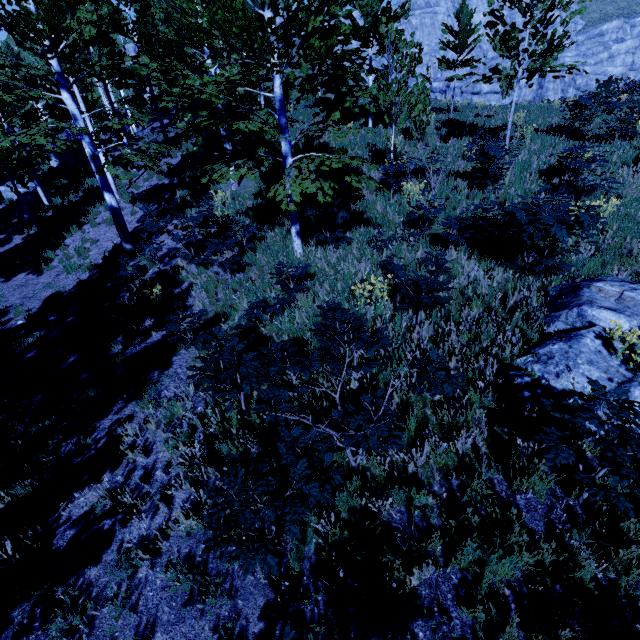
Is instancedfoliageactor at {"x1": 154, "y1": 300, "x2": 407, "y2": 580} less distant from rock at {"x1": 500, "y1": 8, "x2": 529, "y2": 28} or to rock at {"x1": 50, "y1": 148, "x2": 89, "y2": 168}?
rock at {"x1": 50, "y1": 148, "x2": 89, "y2": 168}

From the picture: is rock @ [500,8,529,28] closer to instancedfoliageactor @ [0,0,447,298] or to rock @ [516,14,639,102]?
rock @ [516,14,639,102]

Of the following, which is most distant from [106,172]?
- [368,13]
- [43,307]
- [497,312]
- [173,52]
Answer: [497,312]

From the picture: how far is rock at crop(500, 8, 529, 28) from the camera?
57.1m

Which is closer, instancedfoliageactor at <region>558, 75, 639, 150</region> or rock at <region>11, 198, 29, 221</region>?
instancedfoliageactor at <region>558, 75, 639, 150</region>

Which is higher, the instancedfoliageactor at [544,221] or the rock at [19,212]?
the instancedfoliageactor at [544,221]

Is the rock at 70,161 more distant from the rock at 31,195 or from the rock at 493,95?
the rock at 493,95
